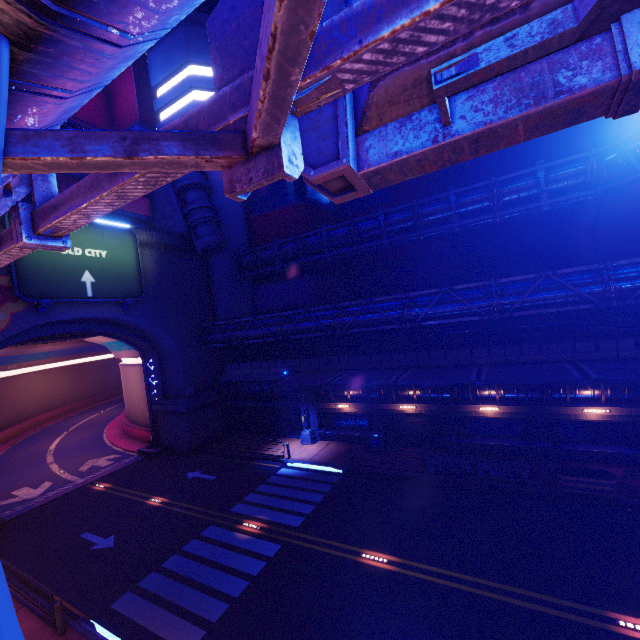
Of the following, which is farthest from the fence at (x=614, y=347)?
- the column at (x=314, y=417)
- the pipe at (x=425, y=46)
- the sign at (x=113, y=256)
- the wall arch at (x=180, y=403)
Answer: the pipe at (x=425, y=46)

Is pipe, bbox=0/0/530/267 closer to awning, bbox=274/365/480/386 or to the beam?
awning, bbox=274/365/480/386

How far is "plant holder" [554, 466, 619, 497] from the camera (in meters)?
14.37

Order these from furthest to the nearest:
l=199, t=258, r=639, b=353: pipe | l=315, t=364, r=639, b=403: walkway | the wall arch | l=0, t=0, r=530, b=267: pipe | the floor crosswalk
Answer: the wall arch
l=315, t=364, r=639, b=403: walkway
l=199, t=258, r=639, b=353: pipe
the floor crosswalk
l=0, t=0, r=530, b=267: pipe

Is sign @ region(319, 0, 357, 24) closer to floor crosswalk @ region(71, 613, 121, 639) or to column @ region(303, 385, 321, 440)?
floor crosswalk @ region(71, 613, 121, 639)

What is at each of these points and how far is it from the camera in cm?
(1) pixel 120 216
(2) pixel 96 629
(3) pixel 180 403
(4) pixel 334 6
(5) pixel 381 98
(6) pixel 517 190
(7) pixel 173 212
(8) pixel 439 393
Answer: (1) walkway, 2752
(2) floor crosswalk, 1119
(3) wall arch, 2748
(4) sign, 226
(5) sign, 190
(6) pipe, 2017
(7) building, 2773
(8) walkway, 2141

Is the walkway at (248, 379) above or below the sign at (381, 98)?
below

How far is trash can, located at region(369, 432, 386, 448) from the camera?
22.3 meters
